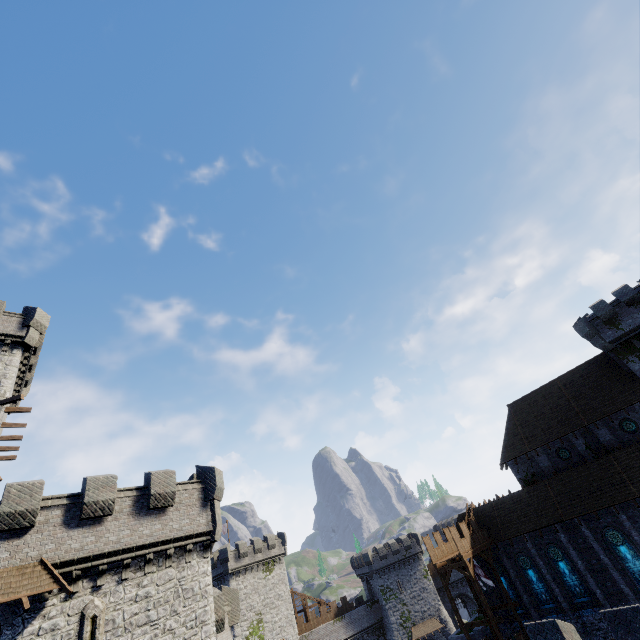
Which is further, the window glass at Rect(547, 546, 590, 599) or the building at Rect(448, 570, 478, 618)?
the building at Rect(448, 570, 478, 618)

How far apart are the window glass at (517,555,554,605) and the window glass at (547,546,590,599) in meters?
1.5 m

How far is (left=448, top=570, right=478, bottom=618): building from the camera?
57.9 meters

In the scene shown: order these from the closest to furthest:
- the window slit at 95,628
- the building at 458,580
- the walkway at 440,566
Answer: the window slit at 95,628 → the walkway at 440,566 → the building at 458,580

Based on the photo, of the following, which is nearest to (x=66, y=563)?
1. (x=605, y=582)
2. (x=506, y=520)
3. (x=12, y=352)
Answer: (x=12, y=352)

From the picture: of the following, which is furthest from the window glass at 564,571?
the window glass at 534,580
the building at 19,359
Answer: the building at 19,359

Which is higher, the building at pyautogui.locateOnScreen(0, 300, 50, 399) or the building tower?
the building at pyautogui.locateOnScreen(0, 300, 50, 399)

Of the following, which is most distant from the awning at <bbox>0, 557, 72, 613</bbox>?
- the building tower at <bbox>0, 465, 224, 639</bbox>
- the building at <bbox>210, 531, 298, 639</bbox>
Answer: the building at <bbox>210, 531, 298, 639</bbox>
